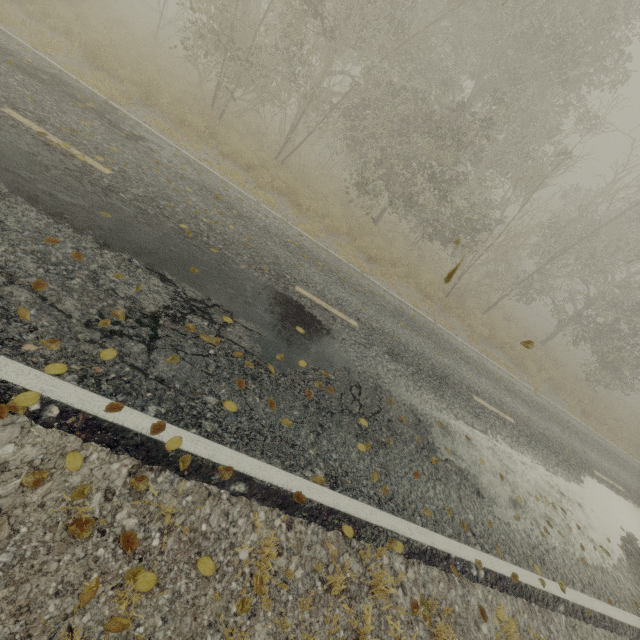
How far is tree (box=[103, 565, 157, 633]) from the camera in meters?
2.0

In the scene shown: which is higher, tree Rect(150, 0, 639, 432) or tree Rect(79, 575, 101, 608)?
tree Rect(150, 0, 639, 432)

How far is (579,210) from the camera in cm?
1755

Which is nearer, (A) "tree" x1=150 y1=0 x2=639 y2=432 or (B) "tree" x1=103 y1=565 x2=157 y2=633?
(B) "tree" x1=103 y1=565 x2=157 y2=633

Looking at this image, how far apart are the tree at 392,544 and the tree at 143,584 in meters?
2.4

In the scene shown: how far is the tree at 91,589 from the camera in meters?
2.0 m

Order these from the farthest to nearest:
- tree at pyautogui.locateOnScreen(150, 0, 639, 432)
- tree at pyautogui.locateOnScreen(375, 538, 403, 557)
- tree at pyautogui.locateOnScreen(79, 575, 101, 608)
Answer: tree at pyautogui.locateOnScreen(150, 0, 639, 432)
tree at pyautogui.locateOnScreen(375, 538, 403, 557)
tree at pyautogui.locateOnScreen(79, 575, 101, 608)

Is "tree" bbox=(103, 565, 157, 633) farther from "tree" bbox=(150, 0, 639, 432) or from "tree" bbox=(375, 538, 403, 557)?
"tree" bbox=(150, 0, 639, 432)
